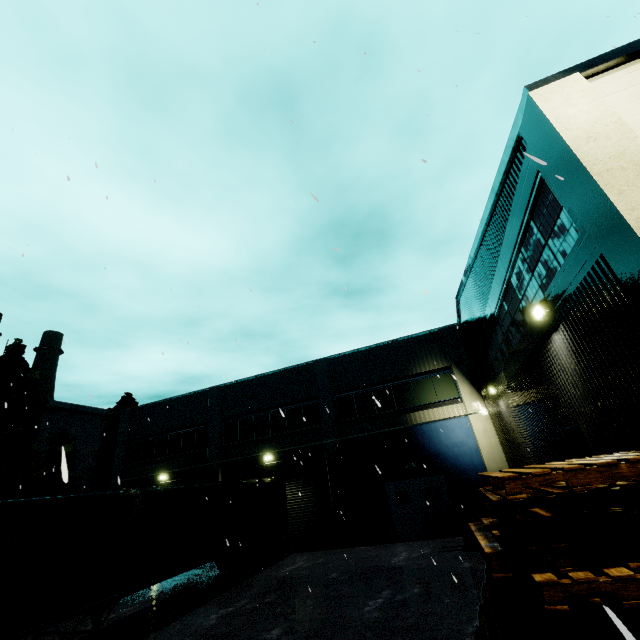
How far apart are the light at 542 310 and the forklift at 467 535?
8.7m

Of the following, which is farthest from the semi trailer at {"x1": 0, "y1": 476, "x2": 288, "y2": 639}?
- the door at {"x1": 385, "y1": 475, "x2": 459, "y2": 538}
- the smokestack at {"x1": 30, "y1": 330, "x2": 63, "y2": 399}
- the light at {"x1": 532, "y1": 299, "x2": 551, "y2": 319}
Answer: the smokestack at {"x1": 30, "y1": 330, "x2": 63, "y2": 399}

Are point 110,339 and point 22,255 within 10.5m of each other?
yes

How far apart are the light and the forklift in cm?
870

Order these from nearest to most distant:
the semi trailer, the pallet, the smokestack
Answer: the pallet, the semi trailer, the smokestack

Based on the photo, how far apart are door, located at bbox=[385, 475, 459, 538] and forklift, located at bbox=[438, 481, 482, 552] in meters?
2.3 m

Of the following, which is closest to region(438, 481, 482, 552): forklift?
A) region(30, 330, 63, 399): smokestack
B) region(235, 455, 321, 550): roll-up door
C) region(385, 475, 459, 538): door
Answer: region(385, 475, 459, 538): door

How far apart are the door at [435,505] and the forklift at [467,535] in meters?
2.3 m
